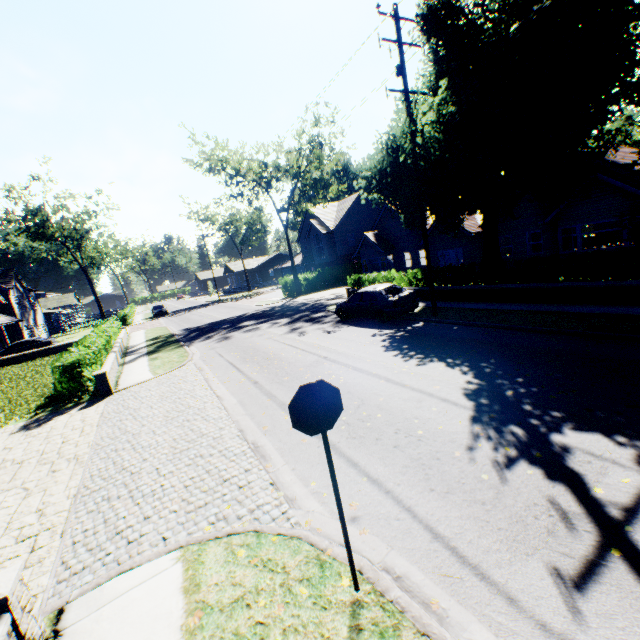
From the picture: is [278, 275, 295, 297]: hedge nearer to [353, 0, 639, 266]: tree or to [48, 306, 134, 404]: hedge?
[353, 0, 639, 266]: tree

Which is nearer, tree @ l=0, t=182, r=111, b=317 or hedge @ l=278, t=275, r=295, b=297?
hedge @ l=278, t=275, r=295, b=297

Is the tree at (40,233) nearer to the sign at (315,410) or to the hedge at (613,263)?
the hedge at (613,263)

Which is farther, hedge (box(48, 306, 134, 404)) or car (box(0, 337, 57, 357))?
car (box(0, 337, 57, 357))

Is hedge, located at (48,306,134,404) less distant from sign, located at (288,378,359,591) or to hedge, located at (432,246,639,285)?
sign, located at (288,378,359,591)

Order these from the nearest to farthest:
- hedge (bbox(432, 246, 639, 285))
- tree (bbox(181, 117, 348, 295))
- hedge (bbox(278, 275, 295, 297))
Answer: hedge (bbox(432, 246, 639, 285)), tree (bbox(181, 117, 348, 295)), hedge (bbox(278, 275, 295, 297))

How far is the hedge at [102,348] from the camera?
12.00m

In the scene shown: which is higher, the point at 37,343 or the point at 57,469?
the point at 37,343
